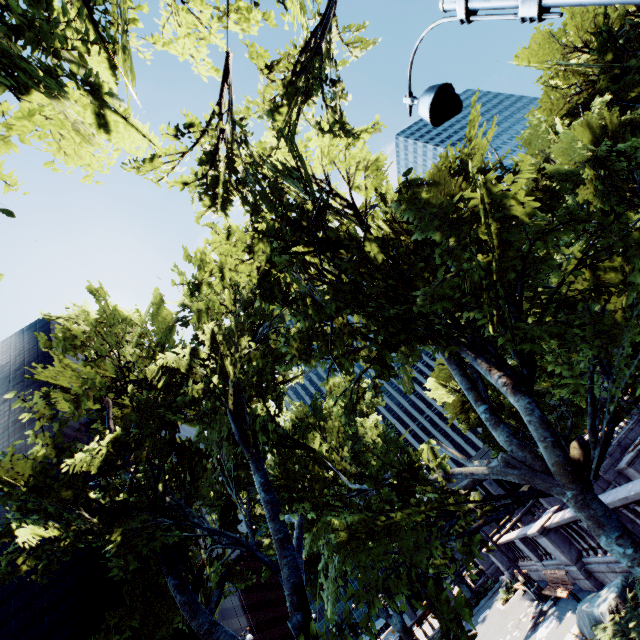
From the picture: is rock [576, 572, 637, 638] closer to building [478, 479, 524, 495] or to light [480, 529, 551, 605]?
light [480, 529, 551, 605]

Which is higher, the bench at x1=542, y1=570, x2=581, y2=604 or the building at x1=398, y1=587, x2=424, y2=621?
the building at x1=398, y1=587, x2=424, y2=621

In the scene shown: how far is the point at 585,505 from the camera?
7.1m

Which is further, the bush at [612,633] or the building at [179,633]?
the building at [179,633]

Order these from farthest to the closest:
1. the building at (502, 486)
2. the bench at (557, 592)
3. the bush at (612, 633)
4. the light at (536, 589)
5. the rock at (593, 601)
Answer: the building at (502, 486)
the light at (536, 589)
the bench at (557, 592)
the rock at (593, 601)
the bush at (612, 633)

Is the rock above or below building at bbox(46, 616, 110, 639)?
below

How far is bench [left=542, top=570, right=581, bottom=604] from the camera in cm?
1161

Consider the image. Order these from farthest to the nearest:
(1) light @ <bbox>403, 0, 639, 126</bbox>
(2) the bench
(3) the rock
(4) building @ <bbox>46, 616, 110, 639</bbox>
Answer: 1. (4) building @ <bbox>46, 616, 110, 639</bbox>
2. (2) the bench
3. (3) the rock
4. (1) light @ <bbox>403, 0, 639, 126</bbox>
